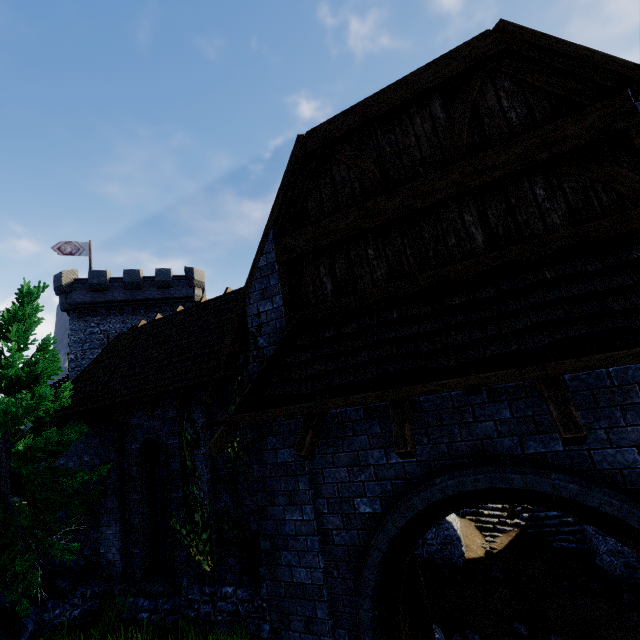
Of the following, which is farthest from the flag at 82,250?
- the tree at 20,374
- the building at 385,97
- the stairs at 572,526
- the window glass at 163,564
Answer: the stairs at 572,526

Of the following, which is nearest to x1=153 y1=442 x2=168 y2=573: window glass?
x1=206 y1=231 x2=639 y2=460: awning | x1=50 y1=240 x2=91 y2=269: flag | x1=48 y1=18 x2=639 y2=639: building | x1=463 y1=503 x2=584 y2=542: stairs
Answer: x1=48 y1=18 x2=639 y2=639: building

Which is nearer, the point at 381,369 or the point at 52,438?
the point at 381,369

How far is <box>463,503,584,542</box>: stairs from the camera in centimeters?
1068cm

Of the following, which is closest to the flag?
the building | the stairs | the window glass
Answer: the building

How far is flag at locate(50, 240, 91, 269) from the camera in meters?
28.7 m

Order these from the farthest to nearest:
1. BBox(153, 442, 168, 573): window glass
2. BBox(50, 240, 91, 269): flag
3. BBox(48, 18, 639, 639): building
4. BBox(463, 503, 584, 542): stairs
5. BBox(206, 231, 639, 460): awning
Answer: BBox(50, 240, 91, 269): flag → BBox(463, 503, 584, 542): stairs → BBox(153, 442, 168, 573): window glass → BBox(48, 18, 639, 639): building → BBox(206, 231, 639, 460): awning

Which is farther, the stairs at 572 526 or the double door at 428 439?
the stairs at 572 526
